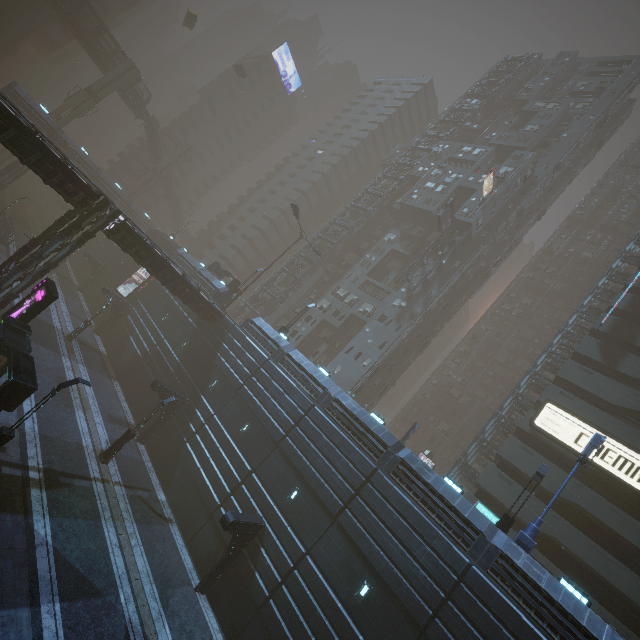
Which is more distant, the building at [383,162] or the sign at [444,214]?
the building at [383,162]

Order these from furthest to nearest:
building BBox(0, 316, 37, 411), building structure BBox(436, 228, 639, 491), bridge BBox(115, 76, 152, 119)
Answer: bridge BBox(115, 76, 152, 119) → building structure BBox(436, 228, 639, 491) → building BBox(0, 316, 37, 411)

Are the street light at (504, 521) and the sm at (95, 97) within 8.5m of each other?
no

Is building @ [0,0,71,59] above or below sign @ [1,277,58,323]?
above

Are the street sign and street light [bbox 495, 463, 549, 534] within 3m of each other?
yes

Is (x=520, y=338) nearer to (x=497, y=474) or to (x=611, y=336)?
(x=611, y=336)

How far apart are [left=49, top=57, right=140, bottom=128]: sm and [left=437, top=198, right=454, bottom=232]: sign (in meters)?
54.12

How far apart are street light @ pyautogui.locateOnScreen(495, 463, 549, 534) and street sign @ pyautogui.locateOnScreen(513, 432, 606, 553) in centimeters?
82cm
